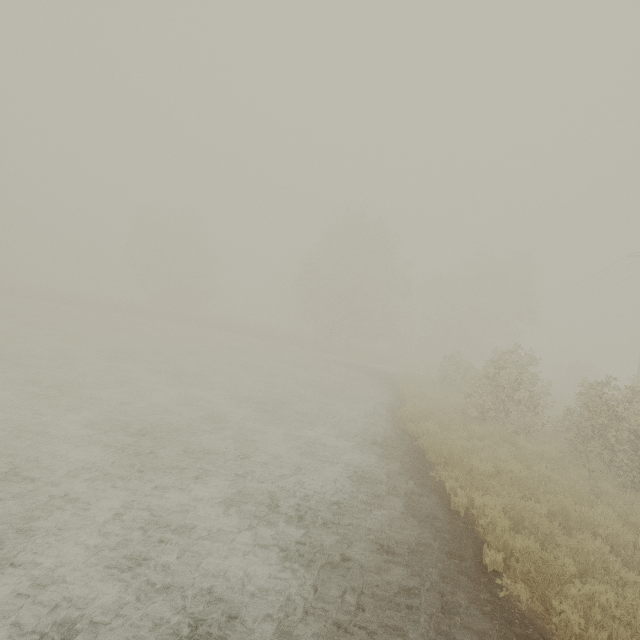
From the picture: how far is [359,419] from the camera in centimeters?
1299cm
